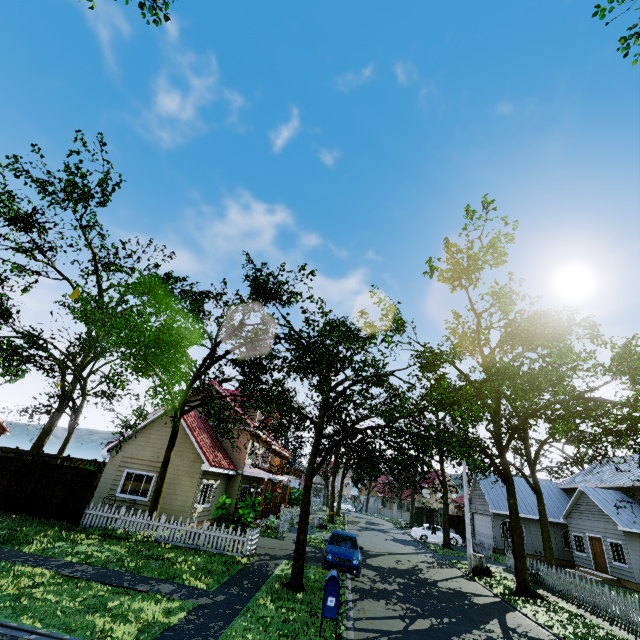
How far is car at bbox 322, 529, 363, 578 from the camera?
13.8 meters

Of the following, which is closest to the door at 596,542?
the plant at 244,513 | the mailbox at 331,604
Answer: the plant at 244,513

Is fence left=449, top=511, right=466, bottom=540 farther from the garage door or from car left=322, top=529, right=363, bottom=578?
car left=322, top=529, right=363, bottom=578

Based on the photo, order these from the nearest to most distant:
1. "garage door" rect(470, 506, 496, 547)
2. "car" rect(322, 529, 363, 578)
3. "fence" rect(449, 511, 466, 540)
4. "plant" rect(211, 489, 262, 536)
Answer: "car" rect(322, 529, 363, 578) < "plant" rect(211, 489, 262, 536) < "garage door" rect(470, 506, 496, 547) < "fence" rect(449, 511, 466, 540)

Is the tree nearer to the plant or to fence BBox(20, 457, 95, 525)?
fence BBox(20, 457, 95, 525)

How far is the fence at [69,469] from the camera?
14.7m

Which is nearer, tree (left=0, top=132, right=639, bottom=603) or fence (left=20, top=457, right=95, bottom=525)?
tree (left=0, top=132, right=639, bottom=603)

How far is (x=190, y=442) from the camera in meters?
19.6 m
